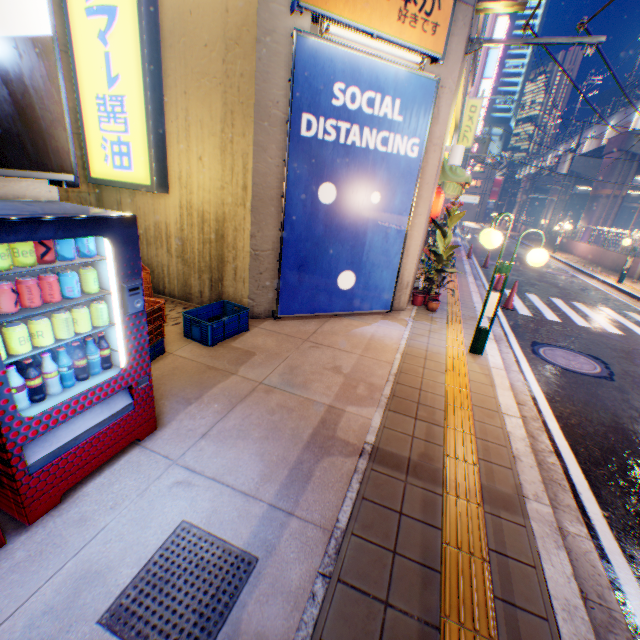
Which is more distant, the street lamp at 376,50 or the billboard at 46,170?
the street lamp at 376,50

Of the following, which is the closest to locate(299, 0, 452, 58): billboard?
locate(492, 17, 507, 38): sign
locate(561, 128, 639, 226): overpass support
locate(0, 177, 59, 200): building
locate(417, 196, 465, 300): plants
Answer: locate(417, 196, 465, 300): plants

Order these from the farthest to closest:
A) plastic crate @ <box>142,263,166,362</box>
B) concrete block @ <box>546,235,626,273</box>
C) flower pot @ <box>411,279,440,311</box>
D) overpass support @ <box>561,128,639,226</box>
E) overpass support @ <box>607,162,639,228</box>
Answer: overpass support @ <box>607,162,639,228</box>
overpass support @ <box>561,128,639,226</box>
concrete block @ <box>546,235,626,273</box>
flower pot @ <box>411,279,440,311</box>
plastic crate @ <box>142,263,166,362</box>

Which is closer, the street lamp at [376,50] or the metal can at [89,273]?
the metal can at [89,273]

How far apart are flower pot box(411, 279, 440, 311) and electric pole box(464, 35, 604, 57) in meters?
4.9

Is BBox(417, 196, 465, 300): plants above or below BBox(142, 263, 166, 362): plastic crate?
above

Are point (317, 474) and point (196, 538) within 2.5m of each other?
yes

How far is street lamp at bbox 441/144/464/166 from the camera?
7.0m
